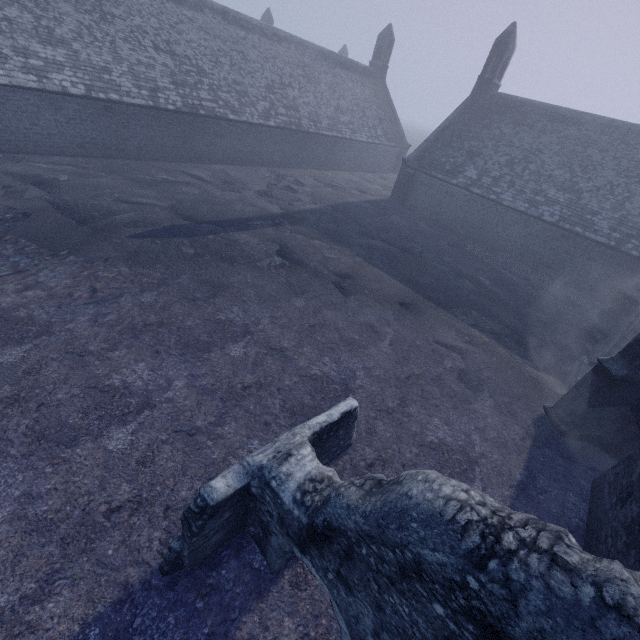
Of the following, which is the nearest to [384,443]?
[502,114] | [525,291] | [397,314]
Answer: [397,314]
